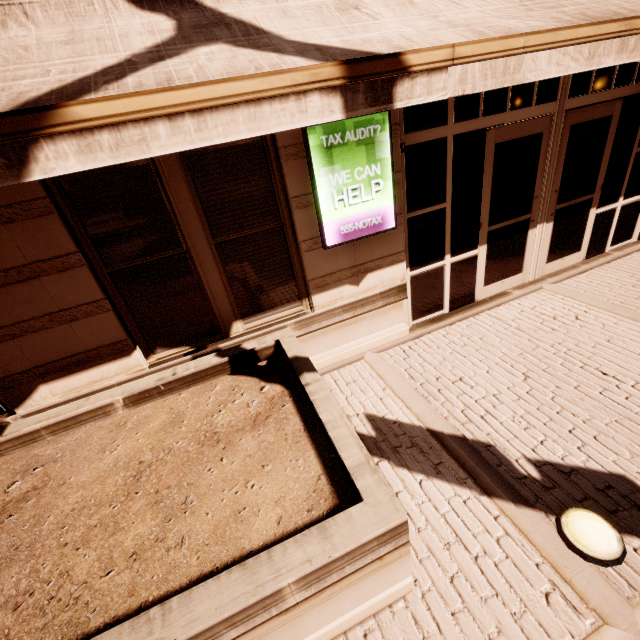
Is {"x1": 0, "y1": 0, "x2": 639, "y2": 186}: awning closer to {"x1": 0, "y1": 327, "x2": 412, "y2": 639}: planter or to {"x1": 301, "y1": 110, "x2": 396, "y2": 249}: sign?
{"x1": 301, "y1": 110, "x2": 396, "y2": 249}: sign

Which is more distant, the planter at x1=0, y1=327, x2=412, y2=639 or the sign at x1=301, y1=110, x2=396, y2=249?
the sign at x1=301, y1=110, x2=396, y2=249

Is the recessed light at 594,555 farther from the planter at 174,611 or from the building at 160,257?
the building at 160,257

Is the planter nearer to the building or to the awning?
the building

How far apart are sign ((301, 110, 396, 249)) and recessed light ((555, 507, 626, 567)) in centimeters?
322cm

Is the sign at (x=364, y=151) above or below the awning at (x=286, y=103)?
below

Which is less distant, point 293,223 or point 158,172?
point 158,172

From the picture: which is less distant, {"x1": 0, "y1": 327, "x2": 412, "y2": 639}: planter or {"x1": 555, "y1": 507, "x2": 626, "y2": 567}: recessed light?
{"x1": 0, "y1": 327, "x2": 412, "y2": 639}: planter
